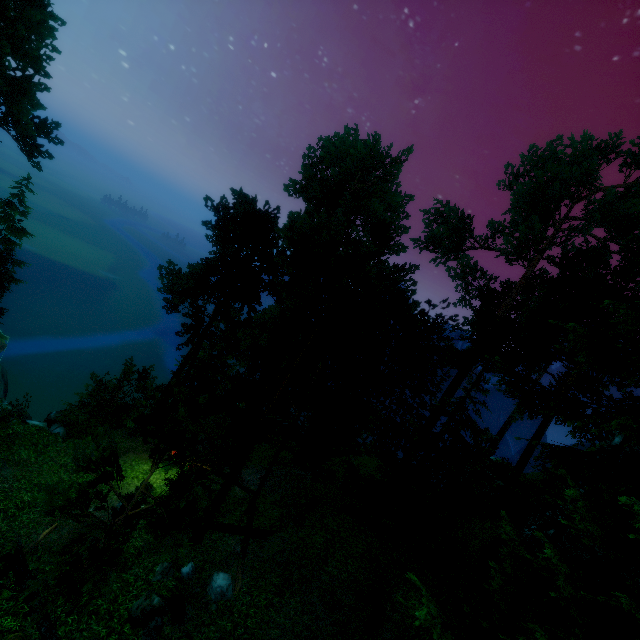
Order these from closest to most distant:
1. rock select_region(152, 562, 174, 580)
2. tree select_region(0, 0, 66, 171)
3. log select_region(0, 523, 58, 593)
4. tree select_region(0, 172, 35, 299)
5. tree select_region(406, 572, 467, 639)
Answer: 1. tree select_region(406, 572, 467, 639)
2. log select_region(0, 523, 58, 593)
3. rock select_region(152, 562, 174, 580)
4. tree select_region(0, 0, 66, 171)
5. tree select_region(0, 172, 35, 299)

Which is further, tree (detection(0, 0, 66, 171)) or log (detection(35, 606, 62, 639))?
tree (detection(0, 0, 66, 171))

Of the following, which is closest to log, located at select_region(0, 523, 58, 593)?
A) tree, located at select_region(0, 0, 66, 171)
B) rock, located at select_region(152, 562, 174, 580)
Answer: tree, located at select_region(0, 0, 66, 171)

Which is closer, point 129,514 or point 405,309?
point 129,514

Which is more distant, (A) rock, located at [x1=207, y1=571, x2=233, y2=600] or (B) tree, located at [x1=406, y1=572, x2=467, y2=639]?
(A) rock, located at [x1=207, y1=571, x2=233, y2=600]

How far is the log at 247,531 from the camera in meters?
12.0 m

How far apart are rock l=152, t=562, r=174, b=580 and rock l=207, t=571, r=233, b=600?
1.5 meters

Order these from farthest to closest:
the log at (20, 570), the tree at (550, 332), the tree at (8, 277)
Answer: the tree at (8, 277) < the log at (20, 570) < the tree at (550, 332)
